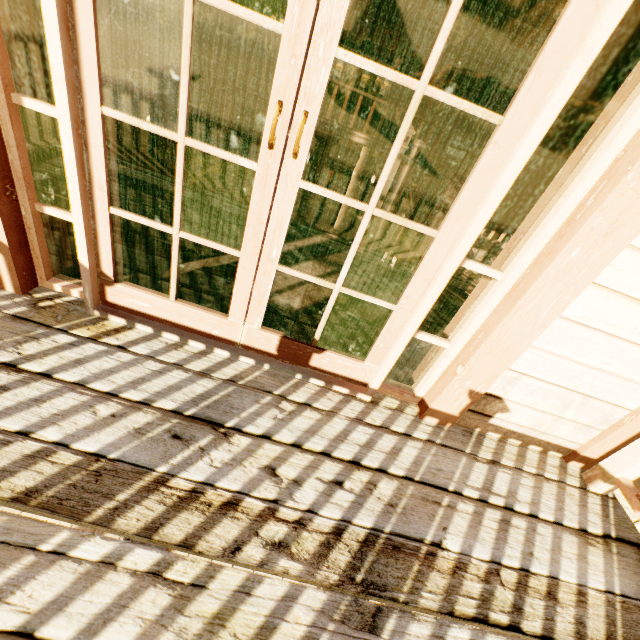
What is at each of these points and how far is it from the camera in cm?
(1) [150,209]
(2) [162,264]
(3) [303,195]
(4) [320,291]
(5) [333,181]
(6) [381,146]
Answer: (1) building, 252
(2) building, 202
(3) bar, 1020
(4) building, 236
(5) picture, 986
(6) building, 266

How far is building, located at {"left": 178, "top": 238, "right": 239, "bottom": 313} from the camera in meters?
1.9 m

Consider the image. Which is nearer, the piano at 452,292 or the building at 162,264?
the building at 162,264

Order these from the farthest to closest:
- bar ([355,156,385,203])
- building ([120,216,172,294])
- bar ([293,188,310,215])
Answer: bar ([293,188,310,215]) < bar ([355,156,385,203]) < building ([120,216,172,294])

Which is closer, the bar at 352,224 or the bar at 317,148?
the bar at 317,148

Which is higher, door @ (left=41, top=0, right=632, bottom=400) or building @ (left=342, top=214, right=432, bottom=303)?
door @ (left=41, top=0, right=632, bottom=400)

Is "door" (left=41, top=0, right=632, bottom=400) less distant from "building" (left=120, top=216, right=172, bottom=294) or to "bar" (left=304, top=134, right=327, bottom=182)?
"building" (left=120, top=216, right=172, bottom=294)

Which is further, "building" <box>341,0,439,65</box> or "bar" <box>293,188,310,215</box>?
"bar" <box>293,188,310,215</box>
